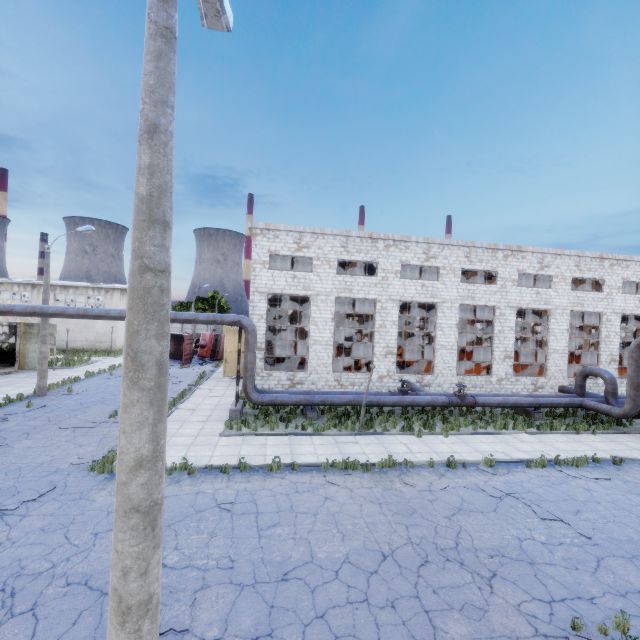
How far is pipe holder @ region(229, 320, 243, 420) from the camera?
16.2m

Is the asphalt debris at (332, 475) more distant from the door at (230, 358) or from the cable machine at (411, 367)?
the door at (230, 358)

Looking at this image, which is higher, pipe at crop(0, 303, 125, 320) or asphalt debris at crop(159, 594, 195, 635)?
pipe at crop(0, 303, 125, 320)

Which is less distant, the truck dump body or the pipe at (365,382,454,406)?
the pipe at (365,382,454,406)

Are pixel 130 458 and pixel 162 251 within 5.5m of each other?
yes

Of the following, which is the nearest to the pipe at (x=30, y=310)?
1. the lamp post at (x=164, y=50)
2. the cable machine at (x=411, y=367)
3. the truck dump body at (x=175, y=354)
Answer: the cable machine at (x=411, y=367)

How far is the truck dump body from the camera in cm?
3225

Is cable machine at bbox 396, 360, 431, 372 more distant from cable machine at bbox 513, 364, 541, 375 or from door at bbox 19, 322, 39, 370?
door at bbox 19, 322, 39, 370
